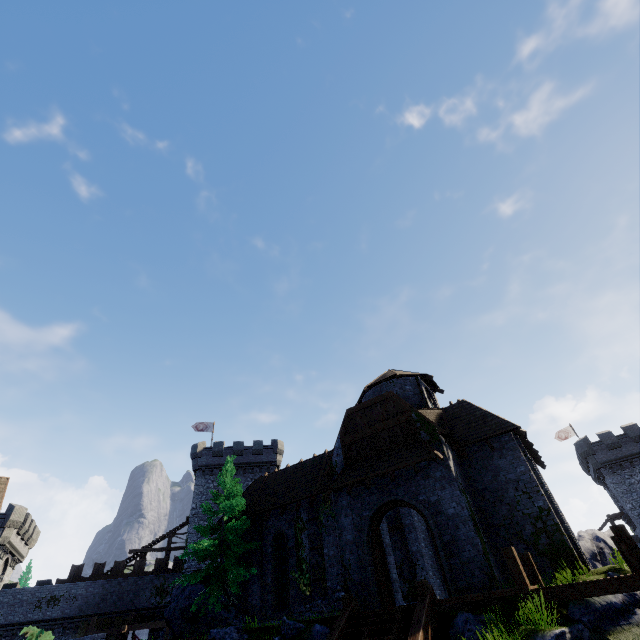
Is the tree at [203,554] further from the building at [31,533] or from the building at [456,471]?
the building at [31,533]

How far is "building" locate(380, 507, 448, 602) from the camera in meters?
17.2 m

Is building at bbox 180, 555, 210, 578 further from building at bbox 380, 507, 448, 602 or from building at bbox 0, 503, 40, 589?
building at bbox 0, 503, 40, 589

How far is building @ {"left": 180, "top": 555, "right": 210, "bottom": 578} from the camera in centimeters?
3322cm

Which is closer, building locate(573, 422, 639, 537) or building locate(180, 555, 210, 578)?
building locate(180, 555, 210, 578)

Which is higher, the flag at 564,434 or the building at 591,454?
the flag at 564,434

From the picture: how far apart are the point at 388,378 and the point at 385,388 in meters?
0.7 m
